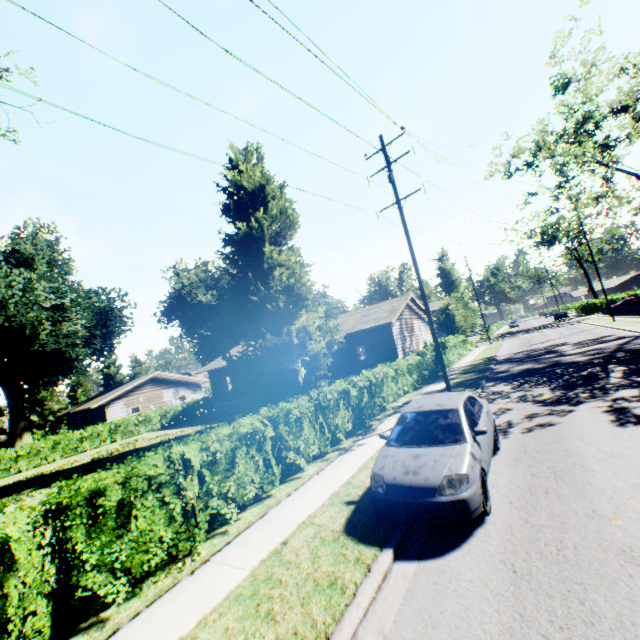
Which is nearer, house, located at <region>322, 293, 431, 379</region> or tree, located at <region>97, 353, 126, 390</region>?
house, located at <region>322, 293, 431, 379</region>

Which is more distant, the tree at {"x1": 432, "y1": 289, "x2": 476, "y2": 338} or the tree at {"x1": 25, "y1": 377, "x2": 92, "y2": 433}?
the tree at {"x1": 25, "y1": 377, "x2": 92, "y2": 433}

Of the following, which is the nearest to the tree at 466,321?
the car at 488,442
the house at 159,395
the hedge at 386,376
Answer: the hedge at 386,376

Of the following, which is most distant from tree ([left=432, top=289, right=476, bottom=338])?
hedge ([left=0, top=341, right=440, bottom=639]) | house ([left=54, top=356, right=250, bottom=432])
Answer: house ([left=54, top=356, right=250, bottom=432])

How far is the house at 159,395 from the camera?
31.4m

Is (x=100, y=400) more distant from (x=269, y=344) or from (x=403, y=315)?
(x=403, y=315)

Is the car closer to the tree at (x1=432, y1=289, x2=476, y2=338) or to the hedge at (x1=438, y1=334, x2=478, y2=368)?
the hedge at (x1=438, y1=334, x2=478, y2=368)

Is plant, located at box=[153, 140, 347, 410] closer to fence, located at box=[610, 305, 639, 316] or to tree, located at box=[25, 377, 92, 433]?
tree, located at box=[25, 377, 92, 433]
